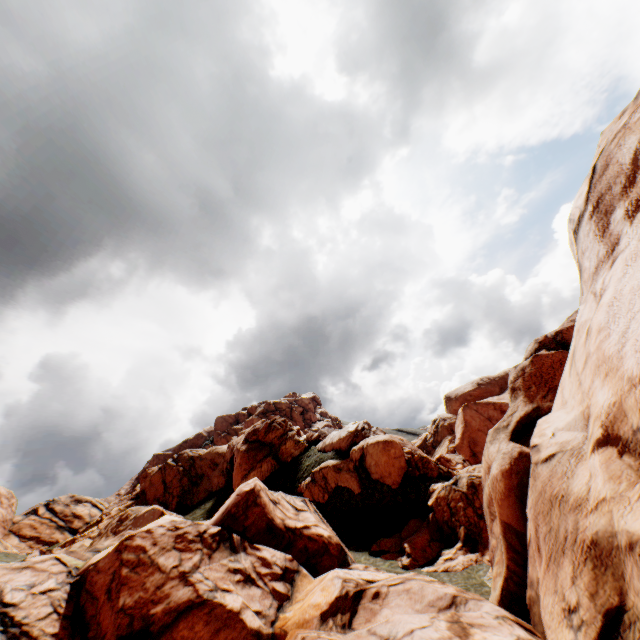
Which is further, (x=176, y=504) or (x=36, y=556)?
(x=176, y=504)
